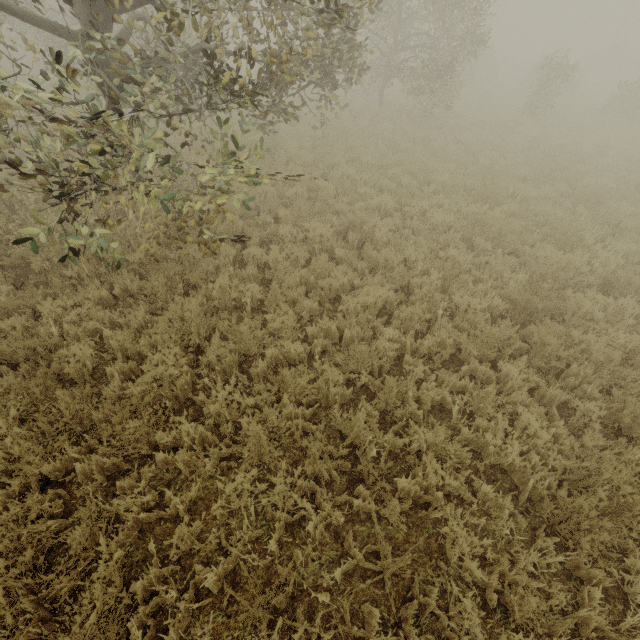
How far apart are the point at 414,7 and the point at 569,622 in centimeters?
2005cm
